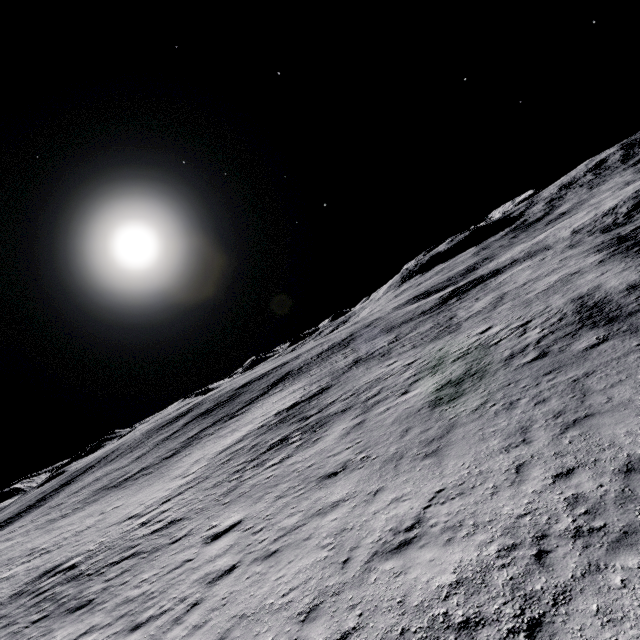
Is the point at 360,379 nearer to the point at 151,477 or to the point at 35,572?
the point at 151,477
